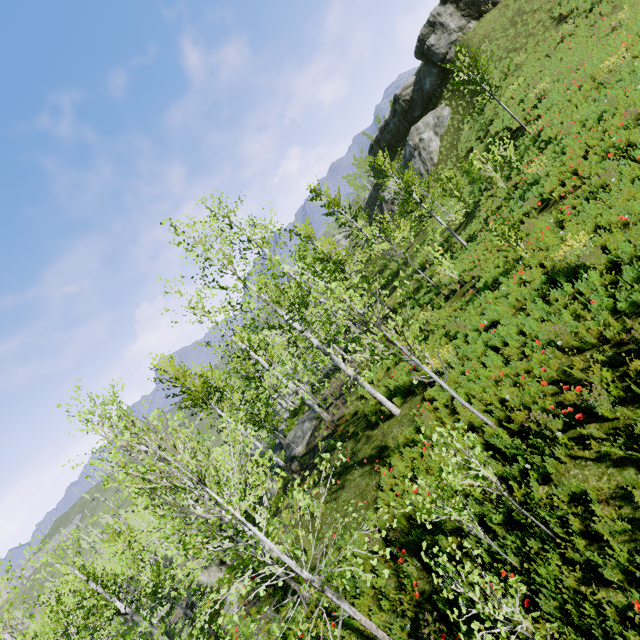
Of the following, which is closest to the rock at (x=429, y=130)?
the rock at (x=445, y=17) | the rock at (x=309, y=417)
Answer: the rock at (x=445, y=17)

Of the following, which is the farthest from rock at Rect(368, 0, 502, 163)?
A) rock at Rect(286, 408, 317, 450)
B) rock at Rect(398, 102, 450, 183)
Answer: rock at Rect(286, 408, 317, 450)

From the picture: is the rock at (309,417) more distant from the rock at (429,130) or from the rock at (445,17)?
the rock at (445,17)

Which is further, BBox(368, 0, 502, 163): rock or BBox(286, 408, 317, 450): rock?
BBox(368, 0, 502, 163): rock

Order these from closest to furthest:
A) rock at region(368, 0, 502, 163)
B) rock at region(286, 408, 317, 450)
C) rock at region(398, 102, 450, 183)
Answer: rock at region(286, 408, 317, 450)
rock at region(368, 0, 502, 163)
rock at region(398, 102, 450, 183)

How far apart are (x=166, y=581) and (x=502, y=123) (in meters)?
57.61

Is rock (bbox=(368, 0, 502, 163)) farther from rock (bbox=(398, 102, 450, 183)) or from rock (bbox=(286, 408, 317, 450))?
rock (bbox=(286, 408, 317, 450))
